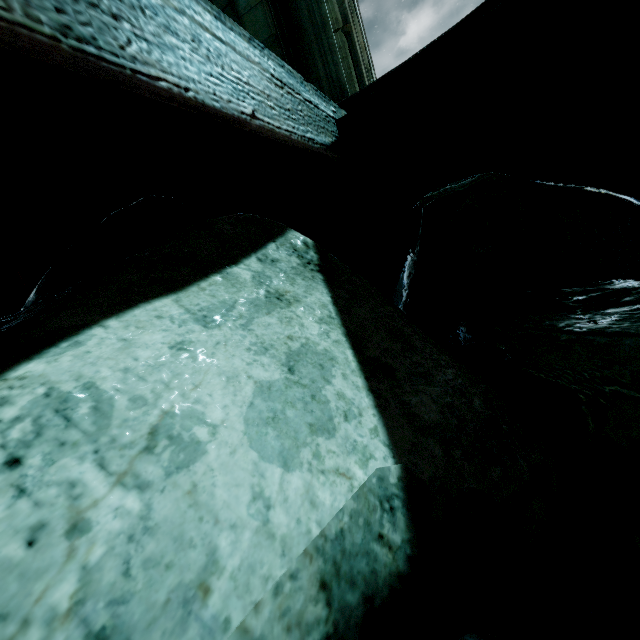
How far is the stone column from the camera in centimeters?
496cm

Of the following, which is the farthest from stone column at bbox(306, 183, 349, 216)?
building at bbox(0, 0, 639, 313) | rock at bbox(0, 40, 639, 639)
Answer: rock at bbox(0, 40, 639, 639)

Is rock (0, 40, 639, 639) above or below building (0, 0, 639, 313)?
below

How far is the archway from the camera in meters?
5.6

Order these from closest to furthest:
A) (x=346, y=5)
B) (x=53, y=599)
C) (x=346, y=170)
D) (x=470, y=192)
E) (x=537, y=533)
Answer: (x=53, y=599) → (x=537, y=533) → (x=470, y=192) → (x=346, y=170) → (x=346, y=5)

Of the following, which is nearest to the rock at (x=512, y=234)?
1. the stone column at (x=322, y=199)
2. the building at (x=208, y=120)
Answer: the building at (x=208, y=120)

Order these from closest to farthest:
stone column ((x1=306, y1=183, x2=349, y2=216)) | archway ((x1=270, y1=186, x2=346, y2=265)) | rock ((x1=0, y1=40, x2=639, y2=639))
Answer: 1. rock ((x1=0, y1=40, x2=639, y2=639))
2. stone column ((x1=306, y1=183, x2=349, y2=216))
3. archway ((x1=270, y1=186, x2=346, y2=265))

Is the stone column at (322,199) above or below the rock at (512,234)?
above
